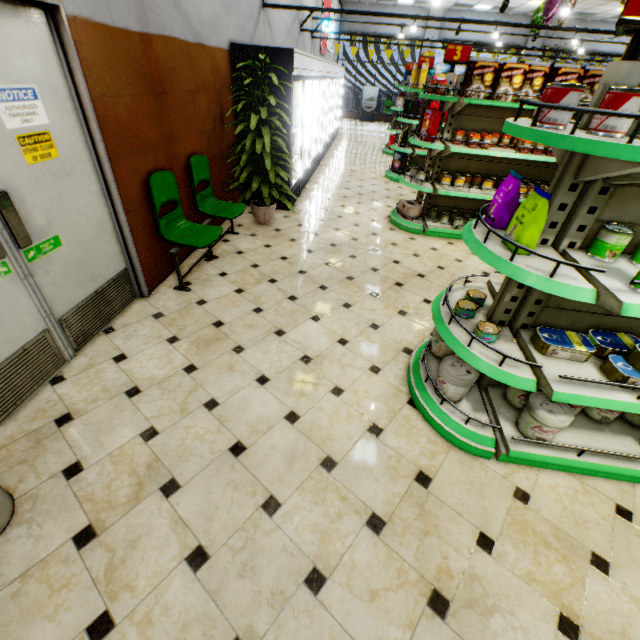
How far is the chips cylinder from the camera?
6.9 meters

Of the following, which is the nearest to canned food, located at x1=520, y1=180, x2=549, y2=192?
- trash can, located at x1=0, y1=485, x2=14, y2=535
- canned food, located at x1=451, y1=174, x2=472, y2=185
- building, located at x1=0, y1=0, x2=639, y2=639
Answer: canned food, located at x1=451, y1=174, x2=472, y2=185

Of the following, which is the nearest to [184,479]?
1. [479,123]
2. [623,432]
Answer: [623,432]

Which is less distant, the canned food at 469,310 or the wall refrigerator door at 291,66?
the canned food at 469,310

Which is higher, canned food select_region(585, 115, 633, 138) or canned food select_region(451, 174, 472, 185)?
canned food select_region(585, 115, 633, 138)

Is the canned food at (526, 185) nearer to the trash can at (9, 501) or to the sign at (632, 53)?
the sign at (632, 53)

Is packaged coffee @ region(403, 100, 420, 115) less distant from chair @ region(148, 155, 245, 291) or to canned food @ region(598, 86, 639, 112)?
chair @ region(148, 155, 245, 291)

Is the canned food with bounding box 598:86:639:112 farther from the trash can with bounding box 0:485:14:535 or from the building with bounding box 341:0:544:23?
the trash can with bounding box 0:485:14:535
